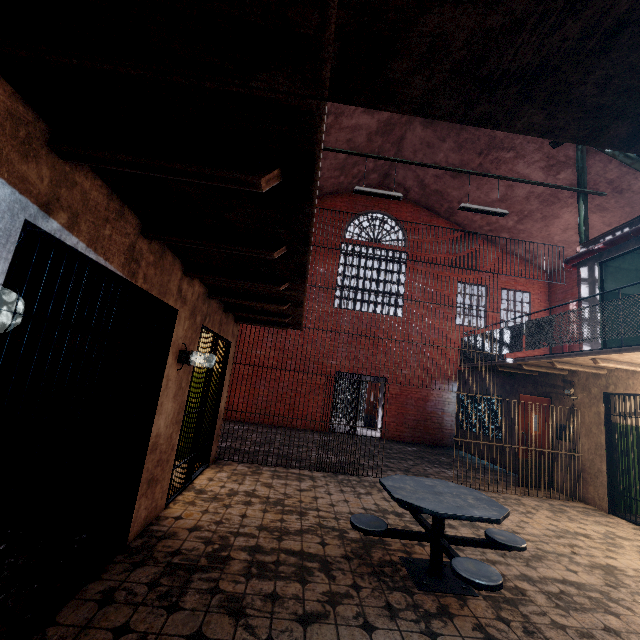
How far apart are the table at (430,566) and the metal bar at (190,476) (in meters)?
2.37

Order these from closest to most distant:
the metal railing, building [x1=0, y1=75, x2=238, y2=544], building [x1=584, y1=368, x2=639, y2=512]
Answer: building [x1=0, y1=75, x2=238, y2=544]
the metal railing
building [x1=584, y1=368, x2=639, y2=512]

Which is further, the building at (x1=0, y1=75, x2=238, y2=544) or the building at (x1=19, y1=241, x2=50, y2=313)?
the building at (x1=19, y1=241, x2=50, y2=313)

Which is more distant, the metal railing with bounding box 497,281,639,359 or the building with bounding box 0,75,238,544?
the metal railing with bounding box 497,281,639,359

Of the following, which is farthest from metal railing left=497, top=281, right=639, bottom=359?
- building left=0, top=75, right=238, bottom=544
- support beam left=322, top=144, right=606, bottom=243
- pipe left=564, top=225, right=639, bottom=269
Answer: support beam left=322, top=144, right=606, bottom=243

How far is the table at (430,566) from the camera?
2.8 meters

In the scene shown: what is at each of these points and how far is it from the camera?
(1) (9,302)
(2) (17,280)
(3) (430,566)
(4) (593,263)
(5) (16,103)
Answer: (1) building, 3.66m
(2) building, 3.71m
(3) table, 3.38m
(4) building, 7.59m
(5) building, 1.46m

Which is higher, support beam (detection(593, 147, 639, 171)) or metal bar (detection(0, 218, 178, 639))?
support beam (detection(593, 147, 639, 171))
